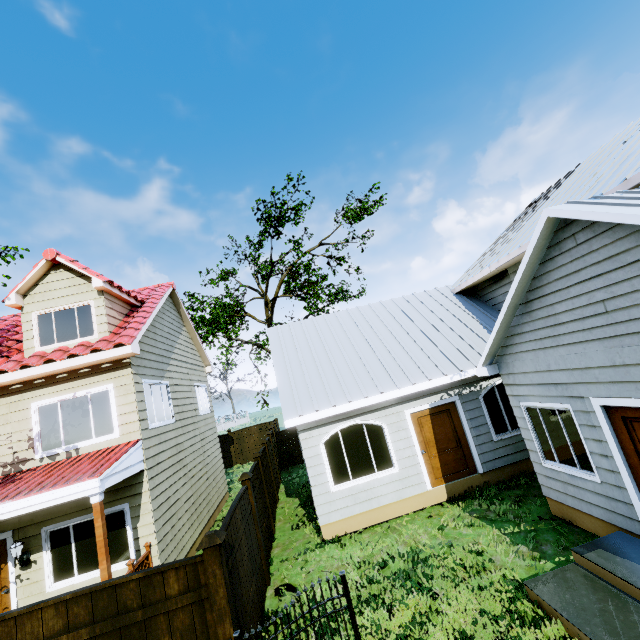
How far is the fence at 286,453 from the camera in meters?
18.1 m

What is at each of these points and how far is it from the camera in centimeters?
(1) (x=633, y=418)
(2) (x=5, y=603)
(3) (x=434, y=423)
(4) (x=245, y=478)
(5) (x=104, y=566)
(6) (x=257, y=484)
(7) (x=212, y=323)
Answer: (1) door, 492cm
(2) door, 734cm
(3) door, 949cm
(4) fence post, 769cm
(5) wooden, 611cm
(6) fence, 907cm
(7) tree, 2442cm

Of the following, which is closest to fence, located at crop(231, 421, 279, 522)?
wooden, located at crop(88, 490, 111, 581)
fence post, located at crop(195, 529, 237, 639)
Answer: fence post, located at crop(195, 529, 237, 639)

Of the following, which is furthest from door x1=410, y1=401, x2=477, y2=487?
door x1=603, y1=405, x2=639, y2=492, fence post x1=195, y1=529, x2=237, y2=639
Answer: fence post x1=195, y1=529, x2=237, y2=639

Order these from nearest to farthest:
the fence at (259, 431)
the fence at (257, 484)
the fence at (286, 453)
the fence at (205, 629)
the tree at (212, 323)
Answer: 1. the fence at (205, 629)
2. the fence at (257, 484)
3. the fence at (259, 431)
4. the fence at (286, 453)
5. the tree at (212, 323)

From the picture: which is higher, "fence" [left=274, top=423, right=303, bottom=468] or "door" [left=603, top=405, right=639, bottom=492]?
"door" [left=603, top=405, right=639, bottom=492]

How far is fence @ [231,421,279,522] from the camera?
11.42m

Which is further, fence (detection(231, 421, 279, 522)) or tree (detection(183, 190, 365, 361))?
tree (detection(183, 190, 365, 361))
